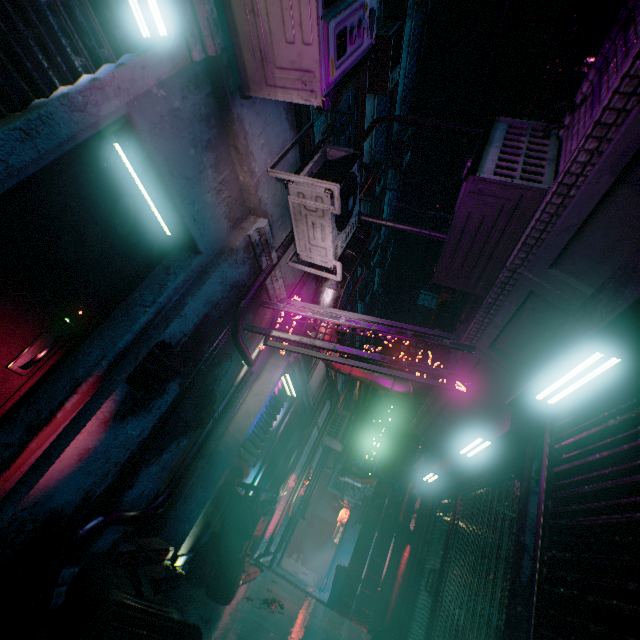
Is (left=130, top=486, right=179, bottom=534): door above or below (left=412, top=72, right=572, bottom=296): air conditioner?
below

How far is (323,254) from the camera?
3.2 meters

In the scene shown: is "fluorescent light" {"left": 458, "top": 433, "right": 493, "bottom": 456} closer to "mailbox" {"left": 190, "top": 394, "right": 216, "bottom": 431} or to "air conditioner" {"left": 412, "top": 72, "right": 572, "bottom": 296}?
"air conditioner" {"left": 412, "top": 72, "right": 572, "bottom": 296}

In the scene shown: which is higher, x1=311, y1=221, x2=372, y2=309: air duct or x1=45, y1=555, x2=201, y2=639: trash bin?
x1=311, y1=221, x2=372, y2=309: air duct

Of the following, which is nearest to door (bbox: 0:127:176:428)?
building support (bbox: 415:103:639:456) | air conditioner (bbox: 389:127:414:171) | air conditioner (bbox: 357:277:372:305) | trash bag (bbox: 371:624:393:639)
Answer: building support (bbox: 415:103:639:456)

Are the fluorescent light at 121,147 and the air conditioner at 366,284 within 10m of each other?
no

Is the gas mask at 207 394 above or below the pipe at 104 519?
above

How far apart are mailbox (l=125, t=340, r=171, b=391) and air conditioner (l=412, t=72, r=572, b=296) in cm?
238
